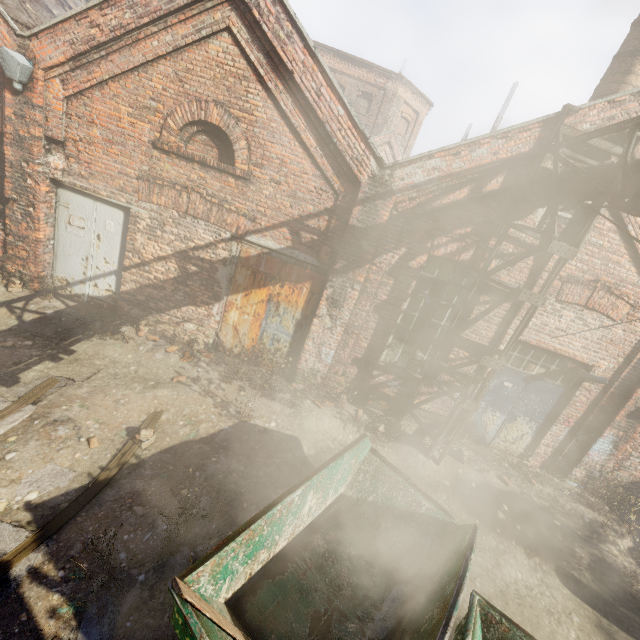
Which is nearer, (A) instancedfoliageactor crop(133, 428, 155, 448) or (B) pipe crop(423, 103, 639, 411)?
(B) pipe crop(423, 103, 639, 411)

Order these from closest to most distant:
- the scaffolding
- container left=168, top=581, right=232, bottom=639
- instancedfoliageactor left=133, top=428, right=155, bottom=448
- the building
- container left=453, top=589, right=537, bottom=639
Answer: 1. container left=168, top=581, right=232, bottom=639
2. container left=453, top=589, right=537, bottom=639
3. instancedfoliageactor left=133, top=428, right=155, bottom=448
4. the scaffolding
5. the building

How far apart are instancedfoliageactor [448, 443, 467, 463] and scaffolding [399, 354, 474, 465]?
0.22m

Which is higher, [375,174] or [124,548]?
[375,174]

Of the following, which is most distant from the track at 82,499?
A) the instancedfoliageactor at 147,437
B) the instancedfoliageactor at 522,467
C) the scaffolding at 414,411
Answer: the scaffolding at 414,411

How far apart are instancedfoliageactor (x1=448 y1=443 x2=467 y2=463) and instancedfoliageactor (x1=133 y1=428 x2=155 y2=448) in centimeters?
598cm

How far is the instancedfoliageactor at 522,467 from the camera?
7.05m

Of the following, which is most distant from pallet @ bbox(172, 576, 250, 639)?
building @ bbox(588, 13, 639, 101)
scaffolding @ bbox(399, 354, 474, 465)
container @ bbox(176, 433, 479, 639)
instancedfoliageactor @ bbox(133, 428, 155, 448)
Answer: building @ bbox(588, 13, 639, 101)
